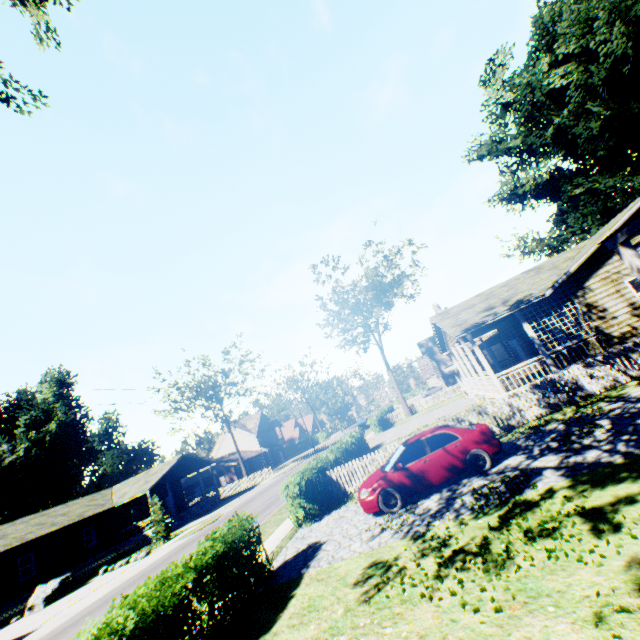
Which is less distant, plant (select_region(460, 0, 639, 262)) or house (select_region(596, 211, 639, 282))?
house (select_region(596, 211, 639, 282))

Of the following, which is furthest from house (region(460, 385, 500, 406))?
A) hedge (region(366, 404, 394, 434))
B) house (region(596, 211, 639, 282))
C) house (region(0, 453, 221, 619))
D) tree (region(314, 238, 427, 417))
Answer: house (region(0, 453, 221, 619))

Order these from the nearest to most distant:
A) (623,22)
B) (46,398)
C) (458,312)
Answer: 1. (458,312)
2. (623,22)
3. (46,398)

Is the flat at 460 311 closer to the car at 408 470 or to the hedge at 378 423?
the car at 408 470

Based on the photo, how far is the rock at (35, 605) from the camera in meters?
21.1 m

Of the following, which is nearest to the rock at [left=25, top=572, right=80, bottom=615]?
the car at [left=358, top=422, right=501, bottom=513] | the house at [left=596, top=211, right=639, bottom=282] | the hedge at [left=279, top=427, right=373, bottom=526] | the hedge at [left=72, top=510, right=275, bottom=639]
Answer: the hedge at [left=279, top=427, right=373, bottom=526]

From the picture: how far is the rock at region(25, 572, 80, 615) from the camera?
21.1 meters

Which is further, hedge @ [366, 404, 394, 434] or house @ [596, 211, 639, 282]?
hedge @ [366, 404, 394, 434]
